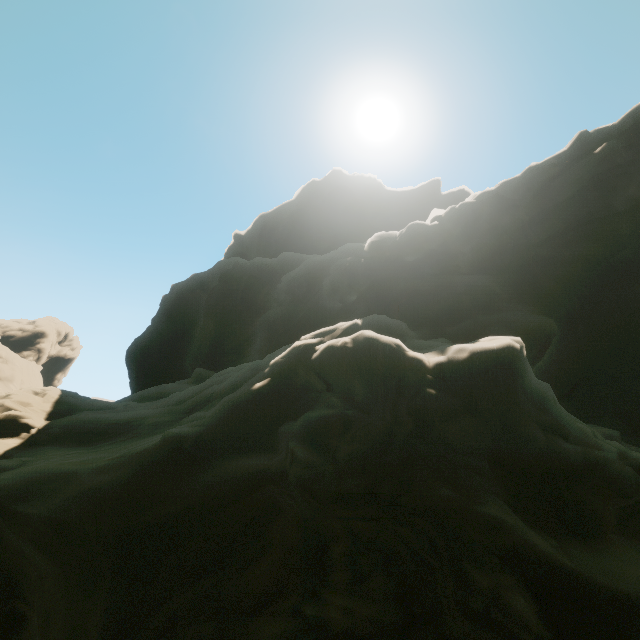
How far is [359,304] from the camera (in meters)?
19.11
